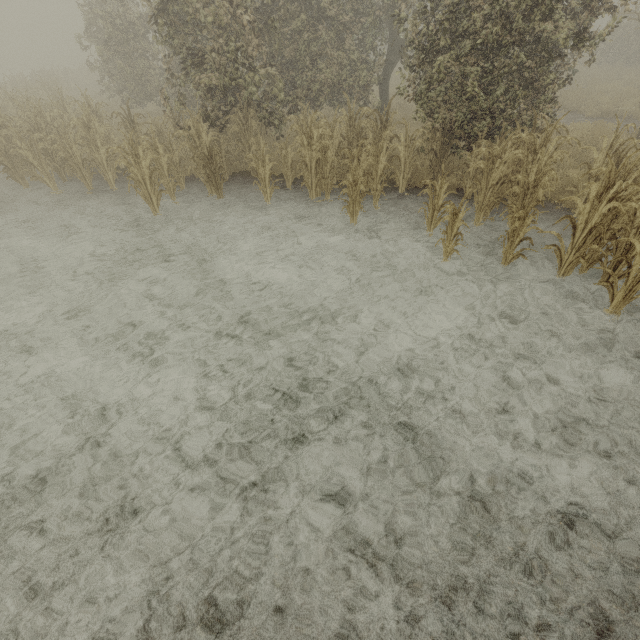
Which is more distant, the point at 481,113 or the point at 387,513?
the point at 481,113
